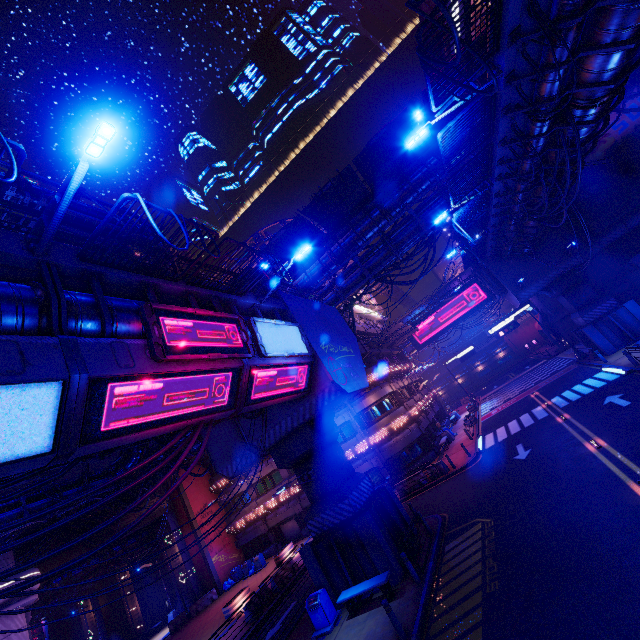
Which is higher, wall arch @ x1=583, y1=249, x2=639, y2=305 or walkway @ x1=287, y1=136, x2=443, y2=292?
walkway @ x1=287, y1=136, x2=443, y2=292

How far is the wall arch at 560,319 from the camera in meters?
42.8 m

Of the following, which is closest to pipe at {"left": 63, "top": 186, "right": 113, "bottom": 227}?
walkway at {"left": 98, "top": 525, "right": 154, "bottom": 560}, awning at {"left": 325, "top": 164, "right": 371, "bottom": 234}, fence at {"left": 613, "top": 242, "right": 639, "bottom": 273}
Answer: awning at {"left": 325, "top": 164, "right": 371, "bottom": 234}

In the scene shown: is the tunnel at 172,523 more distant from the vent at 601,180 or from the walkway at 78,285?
the vent at 601,180

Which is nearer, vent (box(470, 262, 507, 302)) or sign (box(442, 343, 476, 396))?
vent (box(470, 262, 507, 302))

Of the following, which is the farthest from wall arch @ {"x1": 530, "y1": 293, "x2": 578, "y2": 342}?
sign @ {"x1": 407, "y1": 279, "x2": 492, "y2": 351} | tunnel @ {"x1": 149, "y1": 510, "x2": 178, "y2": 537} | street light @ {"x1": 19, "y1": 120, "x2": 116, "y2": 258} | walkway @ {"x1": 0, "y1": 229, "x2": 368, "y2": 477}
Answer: tunnel @ {"x1": 149, "y1": 510, "x2": 178, "y2": 537}

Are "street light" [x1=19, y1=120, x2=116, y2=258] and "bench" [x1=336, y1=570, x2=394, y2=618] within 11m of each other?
no

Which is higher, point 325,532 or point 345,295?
point 345,295
